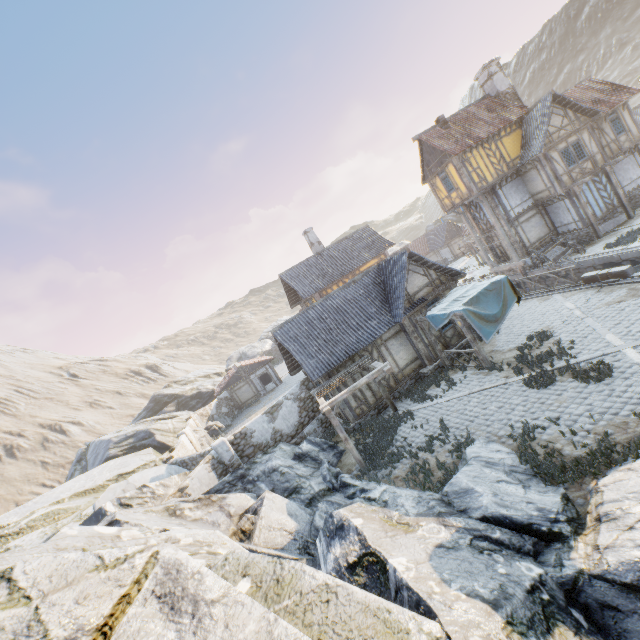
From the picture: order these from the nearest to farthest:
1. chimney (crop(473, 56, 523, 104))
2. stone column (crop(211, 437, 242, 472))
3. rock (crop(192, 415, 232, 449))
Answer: stone column (crop(211, 437, 242, 472))
chimney (crop(473, 56, 523, 104))
rock (crop(192, 415, 232, 449))

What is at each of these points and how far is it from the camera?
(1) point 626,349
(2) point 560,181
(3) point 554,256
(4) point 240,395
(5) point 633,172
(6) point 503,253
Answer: (1) stone blocks, 10.38m
(2) building, 21.39m
(3) wagon, 21.58m
(4) building, 36.88m
(5) building, 23.66m
(6) building, 25.81m

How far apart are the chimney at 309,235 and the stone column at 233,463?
18.5 meters

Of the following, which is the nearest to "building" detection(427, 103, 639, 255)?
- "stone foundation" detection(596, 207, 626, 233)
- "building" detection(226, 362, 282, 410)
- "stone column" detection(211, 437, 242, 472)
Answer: "stone foundation" detection(596, 207, 626, 233)

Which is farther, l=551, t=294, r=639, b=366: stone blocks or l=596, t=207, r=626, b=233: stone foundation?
l=596, t=207, r=626, b=233: stone foundation

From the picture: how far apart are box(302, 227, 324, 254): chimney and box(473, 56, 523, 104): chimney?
16.88m

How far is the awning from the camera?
12.1 meters

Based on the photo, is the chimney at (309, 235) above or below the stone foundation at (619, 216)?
above
